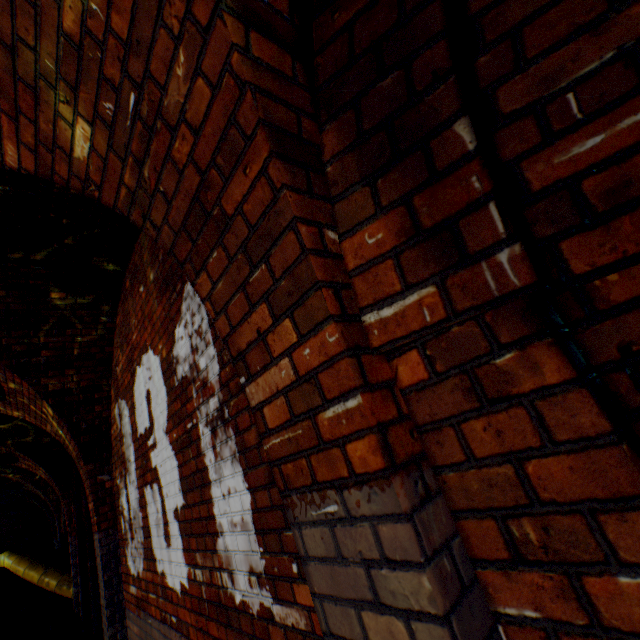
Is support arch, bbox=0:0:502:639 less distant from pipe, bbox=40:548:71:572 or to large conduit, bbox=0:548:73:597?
large conduit, bbox=0:548:73:597

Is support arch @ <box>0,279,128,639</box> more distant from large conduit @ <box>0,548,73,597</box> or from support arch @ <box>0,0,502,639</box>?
large conduit @ <box>0,548,73,597</box>

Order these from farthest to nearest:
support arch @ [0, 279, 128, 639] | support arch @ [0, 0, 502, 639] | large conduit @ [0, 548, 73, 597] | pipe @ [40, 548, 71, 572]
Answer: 1. pipe @ [40, 548, 71, 572]
2. large conduit @ [0, 548, 73, 597]
3. support arch @ [0, 279, 128, 639]
4. support arch @ [0, 0, 502, 639]

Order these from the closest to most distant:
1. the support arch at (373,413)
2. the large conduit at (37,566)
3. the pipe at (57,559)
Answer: the support arch at (373,413) → the large conduit at (37,566) → the pipe at (57,559)

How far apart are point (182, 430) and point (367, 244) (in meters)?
2.09

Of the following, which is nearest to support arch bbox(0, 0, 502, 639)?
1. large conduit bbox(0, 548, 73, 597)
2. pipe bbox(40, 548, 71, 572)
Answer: large conduit bbox(0, 548, 73, 597)

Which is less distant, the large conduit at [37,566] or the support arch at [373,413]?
the support arch at [373,413]

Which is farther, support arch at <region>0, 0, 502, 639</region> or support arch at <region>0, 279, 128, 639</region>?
support arch at <region>0, 279, 128, 639</region>
